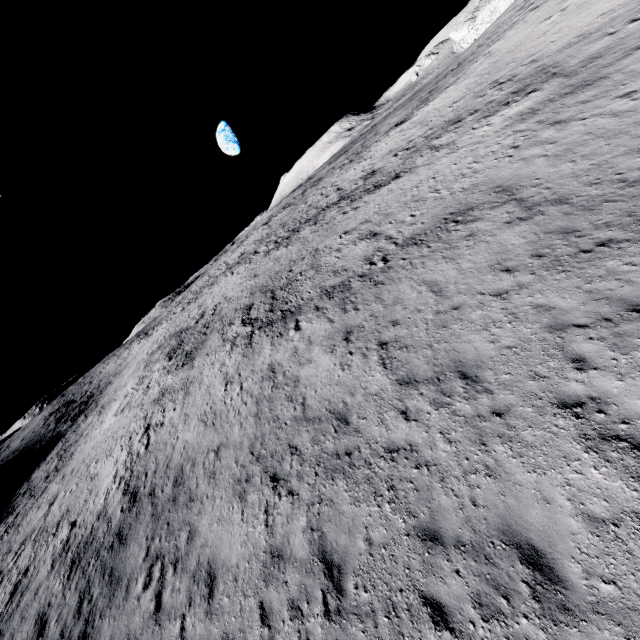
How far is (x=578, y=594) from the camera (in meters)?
4.92
